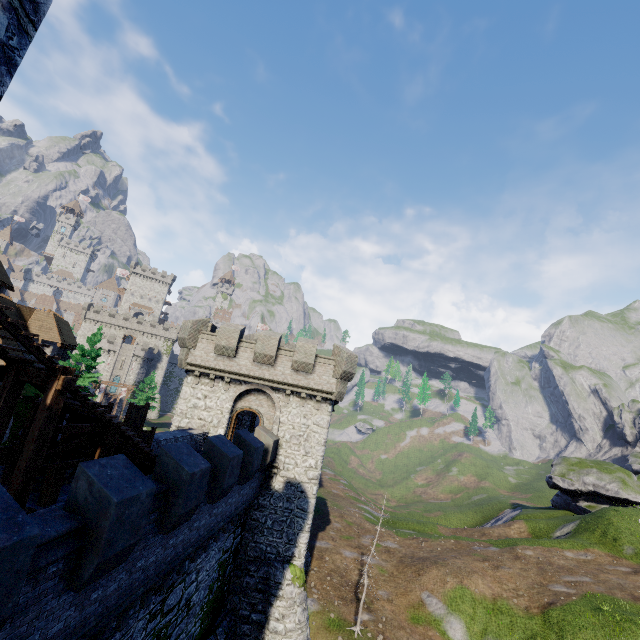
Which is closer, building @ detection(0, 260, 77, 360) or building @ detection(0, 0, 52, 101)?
building @ detection(0, 0, 52, 101)

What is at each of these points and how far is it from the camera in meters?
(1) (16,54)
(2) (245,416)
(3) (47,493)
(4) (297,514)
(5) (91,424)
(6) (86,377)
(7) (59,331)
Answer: (1) building, 2.1
(2) building, 27.8
(3) wooden post, 9.1
(4) building, 19.3
(5) stairs, 8.7
(6) tree, 33.9
(7) building, 38.2

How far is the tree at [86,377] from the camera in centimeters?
3297cm

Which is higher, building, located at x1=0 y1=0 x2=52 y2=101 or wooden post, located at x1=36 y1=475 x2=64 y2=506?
building, located at x1=0 y1=0 x2=52 y2=101

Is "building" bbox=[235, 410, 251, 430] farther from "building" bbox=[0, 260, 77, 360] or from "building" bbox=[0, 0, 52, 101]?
"building" bbox=[0, 0, 52, 101]

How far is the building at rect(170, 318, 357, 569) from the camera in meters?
19.1

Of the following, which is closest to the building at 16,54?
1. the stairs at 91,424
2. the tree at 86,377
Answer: the stairs at 91,424

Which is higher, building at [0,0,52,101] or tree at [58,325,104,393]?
building at [0,0,52,101]
